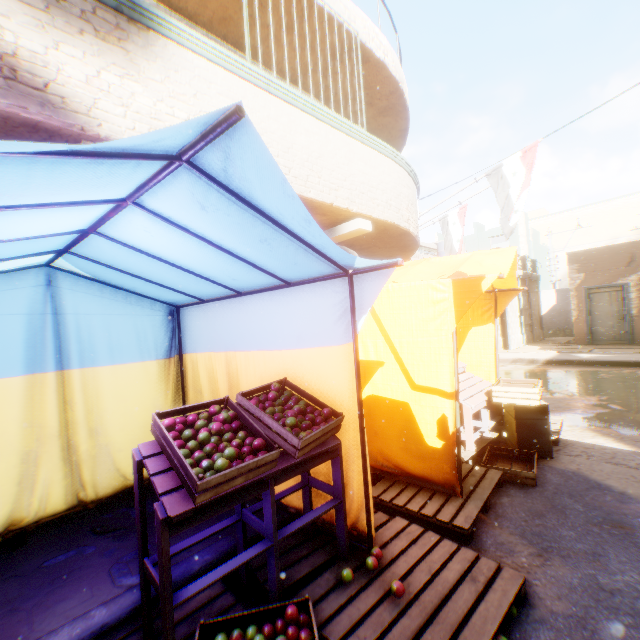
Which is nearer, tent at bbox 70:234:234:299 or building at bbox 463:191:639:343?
tent at bbox 70:234:234:299

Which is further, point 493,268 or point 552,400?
point 552,400

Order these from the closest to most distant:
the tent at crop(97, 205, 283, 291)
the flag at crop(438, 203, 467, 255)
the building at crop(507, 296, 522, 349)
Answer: the tent at crop(97, 205, 283, 291) → the flag at crop(438, 203, 467, 255) → the building at crop(507, 296, 522, 349)

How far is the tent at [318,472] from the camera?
2.6m

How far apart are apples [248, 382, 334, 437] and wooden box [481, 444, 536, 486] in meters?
2.4 m

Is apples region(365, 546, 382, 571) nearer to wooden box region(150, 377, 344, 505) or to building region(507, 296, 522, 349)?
wooden box region(150, 377, 344, 505)

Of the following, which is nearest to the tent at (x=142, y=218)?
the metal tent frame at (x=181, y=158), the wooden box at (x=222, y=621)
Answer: the metal tent frame at (x=181, y=158)

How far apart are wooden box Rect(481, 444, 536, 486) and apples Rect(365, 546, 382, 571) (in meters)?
1.98
